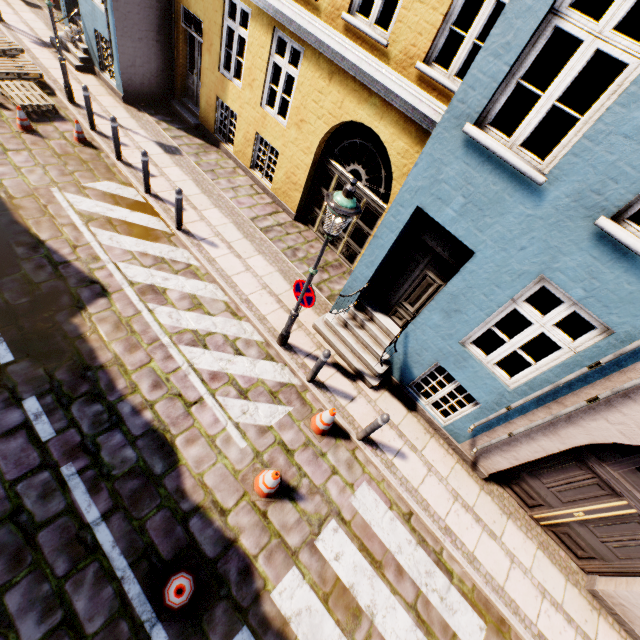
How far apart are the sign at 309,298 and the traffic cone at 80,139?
8.10m

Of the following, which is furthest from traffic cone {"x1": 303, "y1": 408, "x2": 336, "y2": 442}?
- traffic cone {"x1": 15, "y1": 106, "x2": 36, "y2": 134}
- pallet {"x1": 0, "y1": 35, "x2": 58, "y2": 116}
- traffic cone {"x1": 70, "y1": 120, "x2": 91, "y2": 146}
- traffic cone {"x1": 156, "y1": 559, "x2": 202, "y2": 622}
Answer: pallet {"x1": 0, "y1": 35, "x2": 58, "y2": 116}

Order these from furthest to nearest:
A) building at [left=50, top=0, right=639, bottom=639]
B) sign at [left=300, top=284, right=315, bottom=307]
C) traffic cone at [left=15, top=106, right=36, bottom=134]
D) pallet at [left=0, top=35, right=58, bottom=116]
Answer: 1. pallet at [left=0, top=35, right=58, bottom=116]
2. traffic cone at [left=15, top=106, right=36, bottom=134]
3. sign at [left=300, top=284, right=315, bottom=307]
4. building at [left=50, top=0, right=639, bottom=639]

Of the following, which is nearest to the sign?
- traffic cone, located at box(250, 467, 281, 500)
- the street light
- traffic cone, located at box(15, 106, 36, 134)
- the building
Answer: the street light

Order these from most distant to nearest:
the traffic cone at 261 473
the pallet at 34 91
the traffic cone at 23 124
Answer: the pallet at 34 91, the traffic cone at 23 124, the traffic cone at 261 473

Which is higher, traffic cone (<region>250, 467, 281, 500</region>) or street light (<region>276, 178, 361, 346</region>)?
street light (<region>276, 178, 361, 346</region>)

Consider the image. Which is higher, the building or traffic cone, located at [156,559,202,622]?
the building

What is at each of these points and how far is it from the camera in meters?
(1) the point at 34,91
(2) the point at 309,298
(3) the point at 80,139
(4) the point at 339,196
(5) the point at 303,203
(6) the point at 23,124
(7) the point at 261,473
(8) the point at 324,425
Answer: (1) pallet, 8.9
(2) sign, 5.6
(3) traffic cone, 8.7
(4) street light, 4.2
(5) building, 9.5
(6) traffic cone, 8.2
(7) traffic cone, 5.2
(8) traffic cone, 5.9
